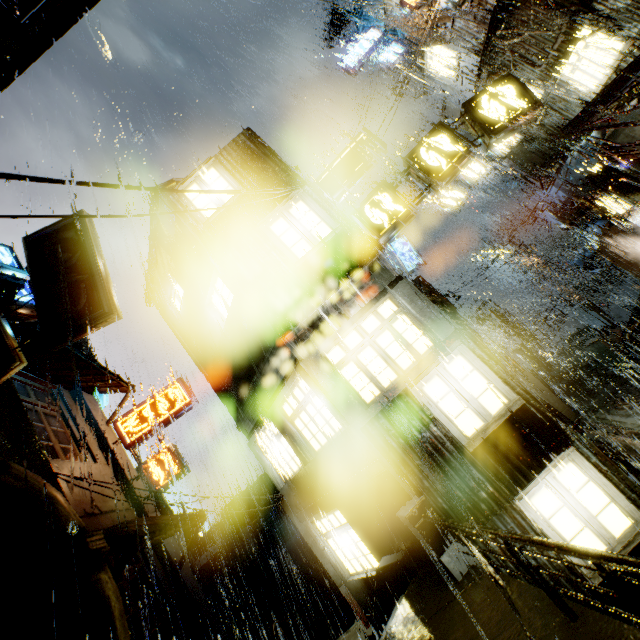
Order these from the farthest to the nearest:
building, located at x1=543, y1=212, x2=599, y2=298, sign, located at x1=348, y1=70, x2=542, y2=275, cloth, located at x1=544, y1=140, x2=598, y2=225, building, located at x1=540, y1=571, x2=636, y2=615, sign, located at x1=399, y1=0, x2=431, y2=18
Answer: building, located at x1=543, y1=212, x2=599, y2=298
sign, located at x1=399, y1=0, x2=431, y2=18
cloth, located at x1=544, y1=140, x2=598, y2=225
sign, located at x1=348, y1=70, x2=542, y2=275
building, located at x1=540, y1=571, x2=636, y2=615

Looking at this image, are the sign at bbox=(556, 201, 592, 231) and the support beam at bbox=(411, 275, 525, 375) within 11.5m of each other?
yes

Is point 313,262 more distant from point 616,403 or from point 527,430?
point 616,403

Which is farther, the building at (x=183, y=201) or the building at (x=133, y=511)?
the building at (x=183, y=201)

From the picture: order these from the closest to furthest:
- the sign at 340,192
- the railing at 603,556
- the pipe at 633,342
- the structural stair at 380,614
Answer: the railing at 603,556 → the structural stair at 380,614 → the sign at 340,192 → the pipe at 633,342

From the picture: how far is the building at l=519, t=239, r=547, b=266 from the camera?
32.4m

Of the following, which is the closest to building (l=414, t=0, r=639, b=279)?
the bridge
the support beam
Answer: the bridge
